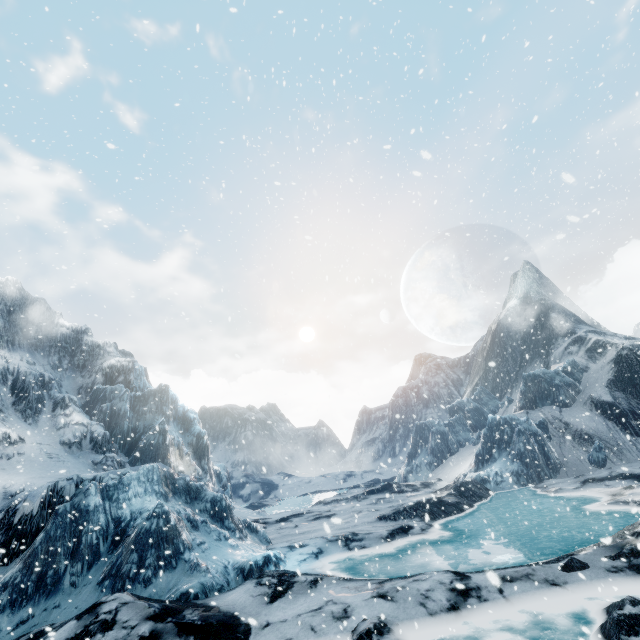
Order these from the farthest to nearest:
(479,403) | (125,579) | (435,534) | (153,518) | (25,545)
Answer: (479,403) < (435,534) < (153,518) < (25,545) < (125,579)
